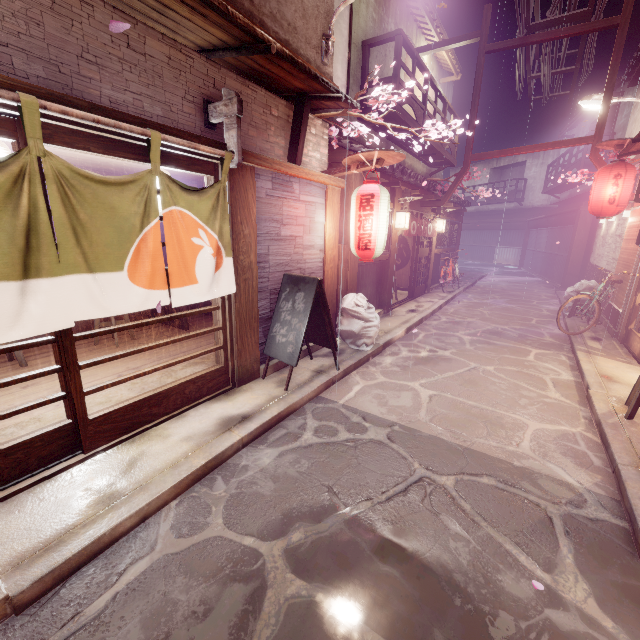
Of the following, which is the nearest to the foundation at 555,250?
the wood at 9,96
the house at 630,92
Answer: the house at 630,92

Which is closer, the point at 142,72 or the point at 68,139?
the point at 68,139

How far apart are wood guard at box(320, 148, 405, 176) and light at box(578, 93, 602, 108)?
12.39m

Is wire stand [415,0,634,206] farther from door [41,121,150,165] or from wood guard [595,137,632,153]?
door [41,121,150,165]

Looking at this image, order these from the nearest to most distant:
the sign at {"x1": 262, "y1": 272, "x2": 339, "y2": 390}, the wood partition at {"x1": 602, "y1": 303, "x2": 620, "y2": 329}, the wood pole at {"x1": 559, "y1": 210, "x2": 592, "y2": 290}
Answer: the sign at {"x1": 262, "y1": 272, "x2": 339, "y2": 390}
the wood partition at {"x1": 602, "y1": 303, "x2": 620, "y2": 329}
the wood pole at {"x1": 559, "y1": 210, "x2": 592, "y2": 290}

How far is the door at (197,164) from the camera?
5.68m

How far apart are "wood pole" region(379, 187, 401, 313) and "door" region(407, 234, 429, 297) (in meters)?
3.72

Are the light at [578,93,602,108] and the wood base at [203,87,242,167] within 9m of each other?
no
